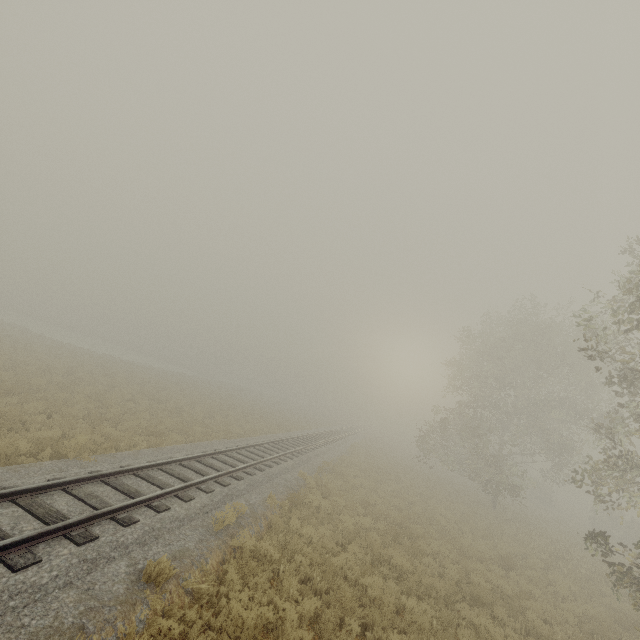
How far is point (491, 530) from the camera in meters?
18.8 m
